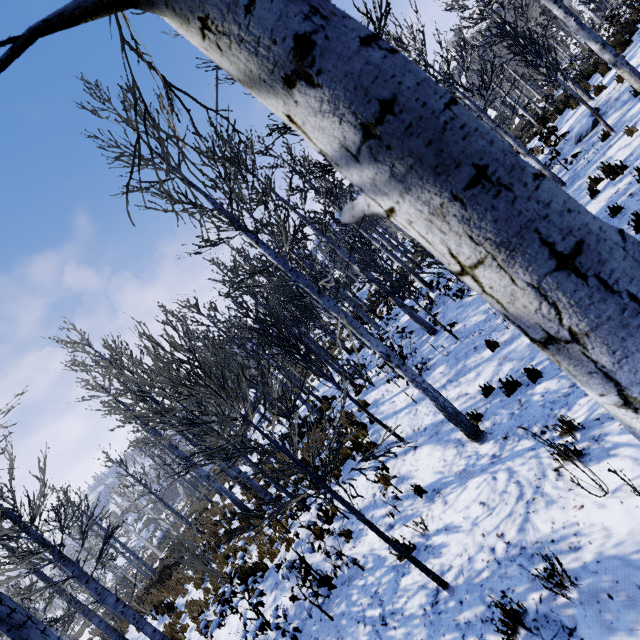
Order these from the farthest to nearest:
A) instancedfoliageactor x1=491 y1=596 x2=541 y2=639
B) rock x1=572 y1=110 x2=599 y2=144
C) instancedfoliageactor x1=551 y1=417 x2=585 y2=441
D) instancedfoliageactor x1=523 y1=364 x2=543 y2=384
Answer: rock x1=572 y1=110 x2=599 y2=144
instancedfoliageactor x1=523 y1=364 x2=543 y2=384
instancedfoliageactor x1=551 y1=417 x2=585 y2=441
instancedfoliageactor x1=491 y1=596 x2=541 y2=639

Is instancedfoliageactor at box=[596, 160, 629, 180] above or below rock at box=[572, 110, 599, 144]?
below

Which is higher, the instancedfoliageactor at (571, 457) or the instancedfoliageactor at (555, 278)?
the instancedfoliageactor at (555, 278)

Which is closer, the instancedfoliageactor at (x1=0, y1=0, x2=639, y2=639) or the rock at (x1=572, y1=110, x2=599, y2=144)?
the instancedfoliageactor at (x1=0, y1=0, x2=639, y2=639)

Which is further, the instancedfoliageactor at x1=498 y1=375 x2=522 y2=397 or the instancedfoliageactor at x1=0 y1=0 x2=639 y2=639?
the instancedfoliageactor at x1=498 y1=375 x2=522 y2=397

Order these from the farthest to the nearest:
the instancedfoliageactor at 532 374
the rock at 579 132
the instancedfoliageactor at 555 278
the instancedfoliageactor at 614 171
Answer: the rock at 579 132
the instancedfoliageactor at 614 171
the instancedfoliageactor at 532 374
the instancedfoliageactor at 555 278

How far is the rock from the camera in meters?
10.1

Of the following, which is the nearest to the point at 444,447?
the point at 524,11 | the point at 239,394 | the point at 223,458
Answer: the point at 223,458
